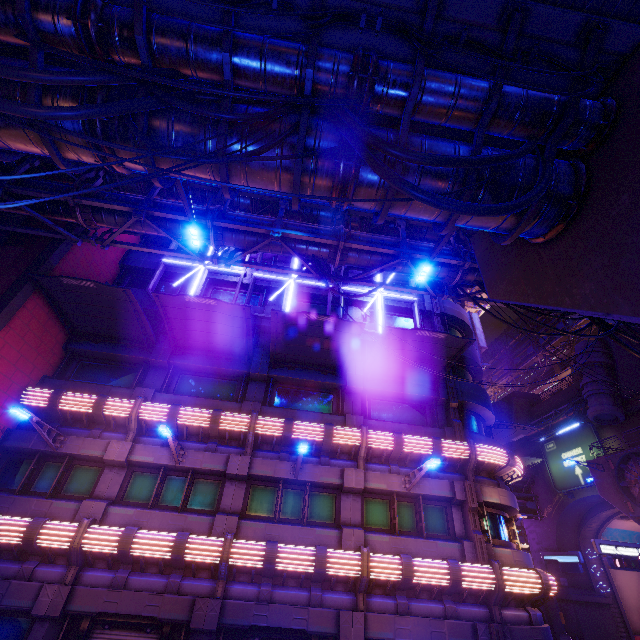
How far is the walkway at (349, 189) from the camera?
6.4 meters

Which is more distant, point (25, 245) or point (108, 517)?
point (25, 245)

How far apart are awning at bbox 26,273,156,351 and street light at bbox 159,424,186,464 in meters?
5.4

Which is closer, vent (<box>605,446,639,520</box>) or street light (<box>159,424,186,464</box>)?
street light (<box>159,424,186,464</box>)

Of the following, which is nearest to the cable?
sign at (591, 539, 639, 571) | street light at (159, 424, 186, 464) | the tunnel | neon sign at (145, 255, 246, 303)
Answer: street light at (159, 424, 186, 464)

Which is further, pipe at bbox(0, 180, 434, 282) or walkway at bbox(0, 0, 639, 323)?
pipe at bbox(0, 180, 434, 282)

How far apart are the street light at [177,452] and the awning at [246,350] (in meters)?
4.52

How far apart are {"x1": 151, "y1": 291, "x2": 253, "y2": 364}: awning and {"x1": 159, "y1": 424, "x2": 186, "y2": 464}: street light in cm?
452
